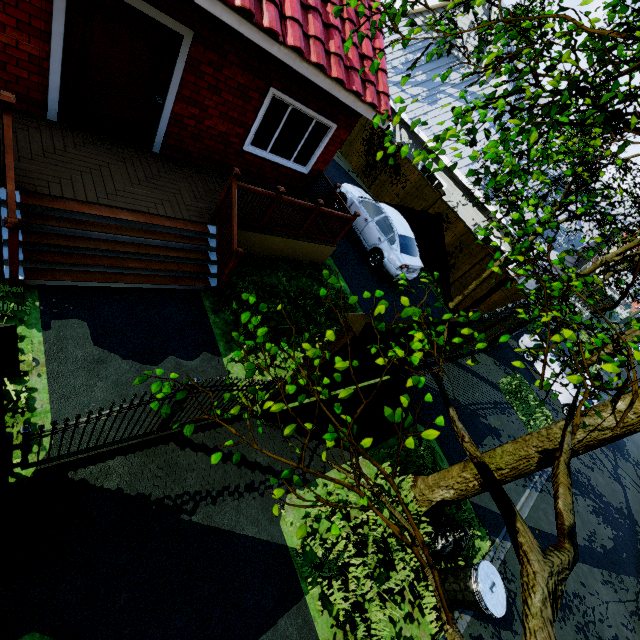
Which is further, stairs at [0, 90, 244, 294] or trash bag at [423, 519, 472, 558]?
trash bag at [423, 519, 472, 558]

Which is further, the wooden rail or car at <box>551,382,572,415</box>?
car at <box>551,382,572,415</box>

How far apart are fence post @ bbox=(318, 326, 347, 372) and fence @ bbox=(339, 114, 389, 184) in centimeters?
1422cm

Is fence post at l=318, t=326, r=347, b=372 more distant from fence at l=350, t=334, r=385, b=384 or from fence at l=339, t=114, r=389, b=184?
fence at l=339, t=114, r=389, b=184

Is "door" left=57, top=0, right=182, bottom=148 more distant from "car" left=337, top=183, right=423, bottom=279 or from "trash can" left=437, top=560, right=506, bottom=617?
"trash can" left=437, top=560, right=506, bottom=617

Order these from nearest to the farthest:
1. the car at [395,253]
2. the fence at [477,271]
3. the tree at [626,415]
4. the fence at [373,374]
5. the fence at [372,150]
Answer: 1. the tree at [626,415]
2. the fence at [373,374]
3. the car at [395,253]
4. the fence at [477,271]
5. the fence at [372,150]

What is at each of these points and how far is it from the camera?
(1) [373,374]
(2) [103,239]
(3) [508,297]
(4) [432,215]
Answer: (1) fence, 6.89m
(2) stairs, 4.98m
(3) fence, 12.14m
(4) fence, 14.12m

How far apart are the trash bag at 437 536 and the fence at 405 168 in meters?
12.2
